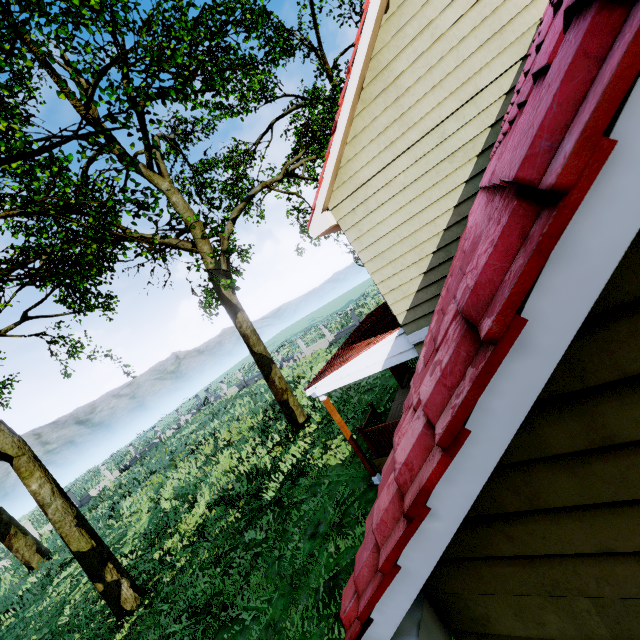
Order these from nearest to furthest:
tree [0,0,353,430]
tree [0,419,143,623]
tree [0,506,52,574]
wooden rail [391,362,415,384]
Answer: tree [0,0,353,430], tree [0,419,143,623], wooden rail [391,362,415,384], tree [0,506,52,574]

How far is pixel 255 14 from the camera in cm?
1102

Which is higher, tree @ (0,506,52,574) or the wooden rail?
tree @ (0,506,52,574)

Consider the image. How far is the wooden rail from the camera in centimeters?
1216cm

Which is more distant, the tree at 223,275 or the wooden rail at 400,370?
the wooden rail at 400,370

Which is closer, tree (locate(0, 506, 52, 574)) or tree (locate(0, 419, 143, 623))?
tree (locate(0, 419, 143, 623))

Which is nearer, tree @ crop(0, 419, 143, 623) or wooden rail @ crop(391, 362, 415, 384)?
tree @ crop(0, 419, 143, 623)

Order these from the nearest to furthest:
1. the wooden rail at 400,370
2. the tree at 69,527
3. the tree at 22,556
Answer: the tree at 69,527
the wooden rail at 400,370
the tree at 22,556
